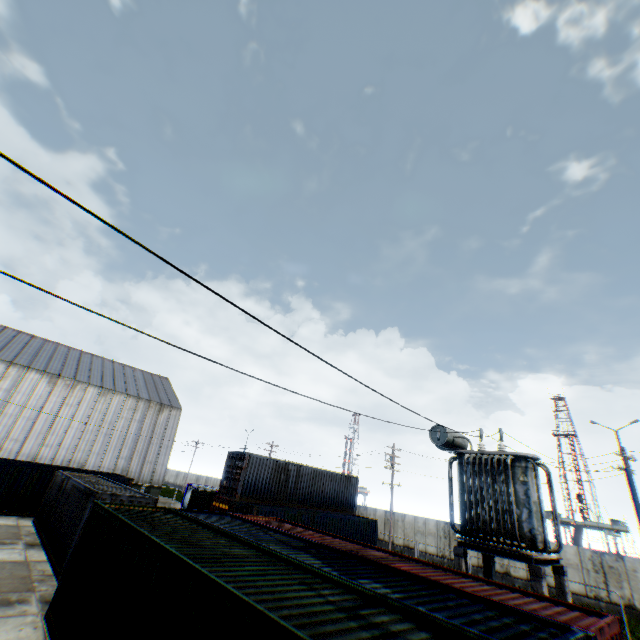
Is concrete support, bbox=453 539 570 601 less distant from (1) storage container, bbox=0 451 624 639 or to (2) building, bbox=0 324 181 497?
(1) storage container, bbox=0 451 624 639

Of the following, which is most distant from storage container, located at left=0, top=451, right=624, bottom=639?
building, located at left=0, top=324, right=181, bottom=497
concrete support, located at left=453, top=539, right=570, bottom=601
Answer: building, located at left=0, top=324, right=181, bottom=497

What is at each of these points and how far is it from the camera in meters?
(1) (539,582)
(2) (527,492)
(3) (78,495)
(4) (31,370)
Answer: (1) concrete support, 8.6
(2) electrical compensator, 10.3
(3) storage container, 15.3
(4) building, 34.5

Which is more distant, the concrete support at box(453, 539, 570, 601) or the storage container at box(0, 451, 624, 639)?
the concrete support at box(453, 539, 570, 601)

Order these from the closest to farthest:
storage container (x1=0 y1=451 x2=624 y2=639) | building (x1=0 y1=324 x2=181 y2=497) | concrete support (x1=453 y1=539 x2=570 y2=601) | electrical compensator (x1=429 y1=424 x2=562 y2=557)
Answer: storage container (x1=0 y1=451 x2=624 y2=639) → concrete support (x1=453 y1=539 x2=570 y2=601) → electrical compensator (x1=429 y1=424 x2=562 y2=557) → building (x1=0 y1=324 x2=181 y2=497)

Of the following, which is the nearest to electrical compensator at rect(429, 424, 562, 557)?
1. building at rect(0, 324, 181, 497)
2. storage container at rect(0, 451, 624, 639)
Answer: storage container at rect(0, 451, 624, 639)

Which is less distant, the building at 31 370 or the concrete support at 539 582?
the concrete support at 539 582

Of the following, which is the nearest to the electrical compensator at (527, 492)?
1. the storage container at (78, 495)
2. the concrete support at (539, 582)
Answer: the concrete support at (539, 582)
